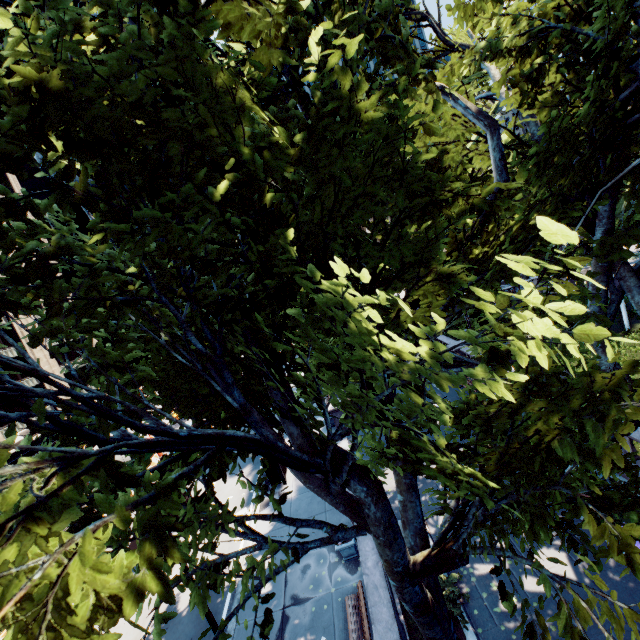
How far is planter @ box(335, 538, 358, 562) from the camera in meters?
12.4 m

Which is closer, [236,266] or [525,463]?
[236,266]

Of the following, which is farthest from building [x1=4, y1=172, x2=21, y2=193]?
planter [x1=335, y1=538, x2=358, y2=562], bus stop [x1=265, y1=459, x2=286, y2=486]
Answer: planter [x1=335, y1=538, x2=358, y2=562]

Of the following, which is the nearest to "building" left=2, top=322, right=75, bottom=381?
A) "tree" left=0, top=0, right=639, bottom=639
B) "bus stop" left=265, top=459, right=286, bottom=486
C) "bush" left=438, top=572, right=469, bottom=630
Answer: "tree" left=0, top=0, right=639, bottom=639

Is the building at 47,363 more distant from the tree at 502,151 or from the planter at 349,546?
the planter at 349,546

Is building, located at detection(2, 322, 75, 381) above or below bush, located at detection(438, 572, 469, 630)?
above

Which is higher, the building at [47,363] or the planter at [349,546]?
the building at [47,363]

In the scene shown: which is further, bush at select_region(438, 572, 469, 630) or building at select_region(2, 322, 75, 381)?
building at select_region(2, 322, 75, 381)
